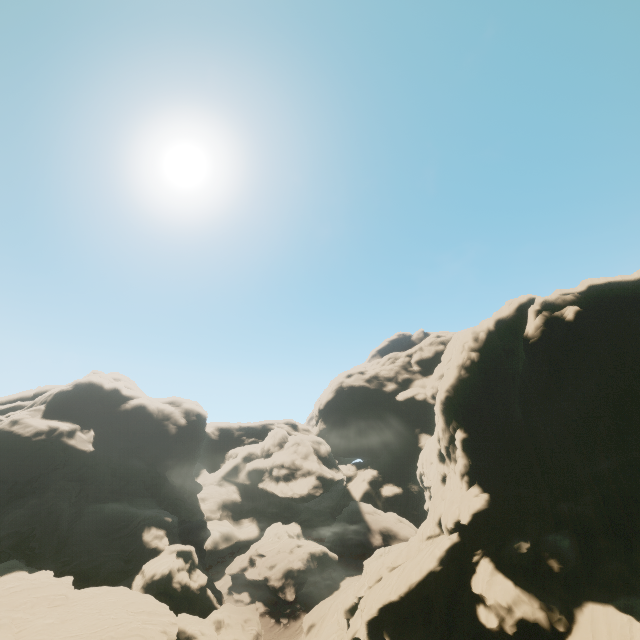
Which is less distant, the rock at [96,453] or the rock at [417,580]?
the rock at [417,580]

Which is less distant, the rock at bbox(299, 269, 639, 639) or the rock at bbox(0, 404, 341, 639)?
the rock at bbox(299, 269, 639, 639)

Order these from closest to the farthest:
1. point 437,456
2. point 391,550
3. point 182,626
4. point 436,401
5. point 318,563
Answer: point 436,401 → point 182,626 → point 437,456 → point 391,550 → point 318,563
